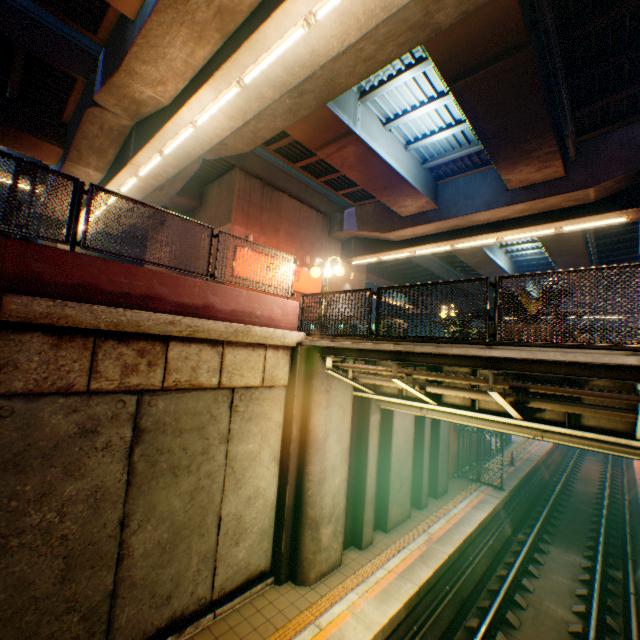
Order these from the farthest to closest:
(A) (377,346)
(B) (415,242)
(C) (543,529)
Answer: (B) (415,242) → (C) (543,529) → (A) (377,346)

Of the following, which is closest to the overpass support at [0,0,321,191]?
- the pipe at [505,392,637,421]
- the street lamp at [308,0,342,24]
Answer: the street lamp at [308,0,342,24]

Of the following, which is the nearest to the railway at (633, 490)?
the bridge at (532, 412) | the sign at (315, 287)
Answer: the bridge at (532, 412)

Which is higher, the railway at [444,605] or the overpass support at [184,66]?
the overpass support at [184,66]

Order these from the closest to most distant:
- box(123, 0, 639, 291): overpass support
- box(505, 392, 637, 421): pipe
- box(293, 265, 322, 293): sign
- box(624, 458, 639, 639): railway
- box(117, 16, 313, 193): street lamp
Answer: box(505, 392, 637, 421): pipe → box(117, 16, 313, 193): street lamp → box(123, 0, 639, 291): overpass support → box(624, 458, 639, 639): railway → box(293, 265, 322, 293): sign

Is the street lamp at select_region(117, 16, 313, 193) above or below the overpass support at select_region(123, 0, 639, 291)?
below

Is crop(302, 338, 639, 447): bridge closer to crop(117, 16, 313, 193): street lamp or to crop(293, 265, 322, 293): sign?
crop(117, 16, 313, 193): street lamp

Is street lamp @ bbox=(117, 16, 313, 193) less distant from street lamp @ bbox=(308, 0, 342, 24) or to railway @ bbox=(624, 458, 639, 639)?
street lamp @ bbox=(308, 0, 342, 24)
